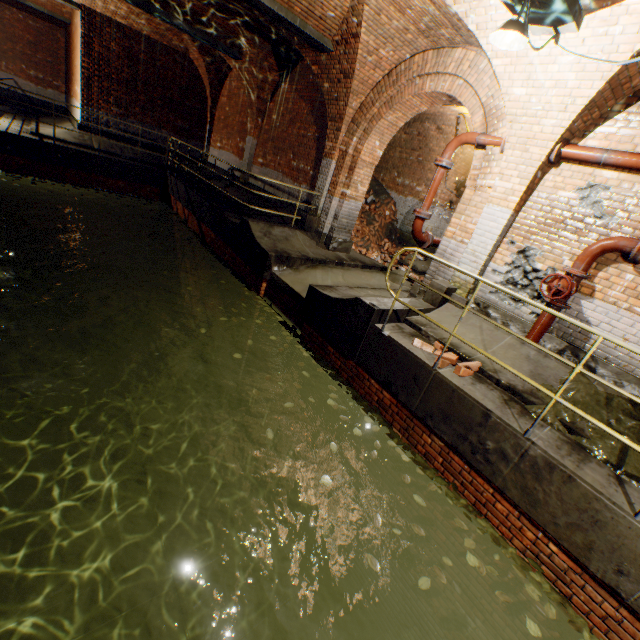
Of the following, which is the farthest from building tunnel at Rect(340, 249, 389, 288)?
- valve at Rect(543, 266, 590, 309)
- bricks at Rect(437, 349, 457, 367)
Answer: bricks at Rect(437, 349, 457, 367)

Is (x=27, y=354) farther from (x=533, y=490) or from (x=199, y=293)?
(x=533, y=490)

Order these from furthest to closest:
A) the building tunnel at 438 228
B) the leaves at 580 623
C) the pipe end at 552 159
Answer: the building tunnel at 438 228
the pipe end at 552 159
the leaves at 580 623

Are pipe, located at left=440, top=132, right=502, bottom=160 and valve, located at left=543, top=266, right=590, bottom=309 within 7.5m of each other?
yes

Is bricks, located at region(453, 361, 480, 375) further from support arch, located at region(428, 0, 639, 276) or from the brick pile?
the brick pile

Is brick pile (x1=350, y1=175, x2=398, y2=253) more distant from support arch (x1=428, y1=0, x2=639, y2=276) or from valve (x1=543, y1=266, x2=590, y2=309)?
valve (x1=543, y1=266, x2=590, y2=309)

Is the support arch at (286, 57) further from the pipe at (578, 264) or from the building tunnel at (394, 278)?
the pipe at (578, 264)

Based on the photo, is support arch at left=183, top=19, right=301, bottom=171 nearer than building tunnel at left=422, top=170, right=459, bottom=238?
Yes
